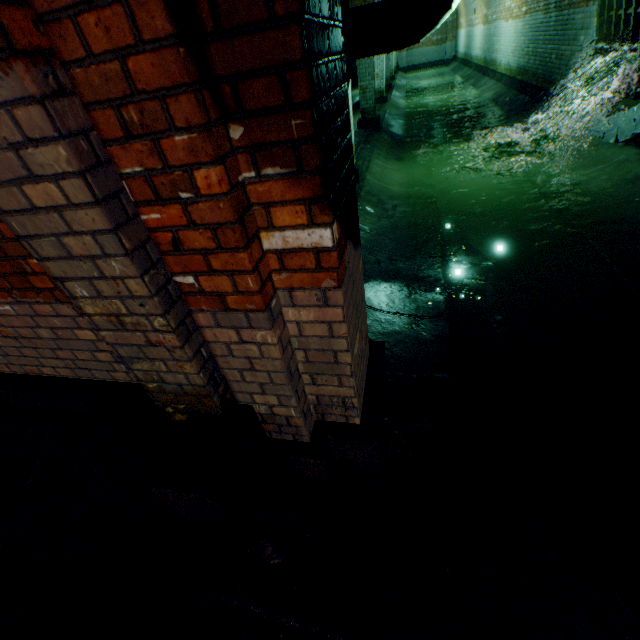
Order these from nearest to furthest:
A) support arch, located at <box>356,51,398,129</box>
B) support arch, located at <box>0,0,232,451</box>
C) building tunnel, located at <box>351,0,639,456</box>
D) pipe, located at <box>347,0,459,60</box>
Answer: support arch, located at <box>0,0,232,451</box>
building tunnel, located at <box>351,0,639,456</box>
pipe, located at <box>347,0,459,60</box>
support arch, located at <box>356,51,398,129</box>

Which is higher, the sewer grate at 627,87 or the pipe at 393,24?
the pipe at 393,24

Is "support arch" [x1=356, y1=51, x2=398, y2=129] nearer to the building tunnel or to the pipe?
the building tunnel

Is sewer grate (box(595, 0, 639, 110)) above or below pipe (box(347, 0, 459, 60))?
below

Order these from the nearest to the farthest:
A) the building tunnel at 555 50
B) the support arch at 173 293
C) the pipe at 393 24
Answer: the support arch at 173 293, the building tunnel at 555 50, the pipe at 393 24

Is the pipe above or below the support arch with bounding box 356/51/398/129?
above

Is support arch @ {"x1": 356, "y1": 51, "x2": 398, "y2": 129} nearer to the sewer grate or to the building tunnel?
the building tunnel

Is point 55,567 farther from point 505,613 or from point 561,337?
point 561,337
